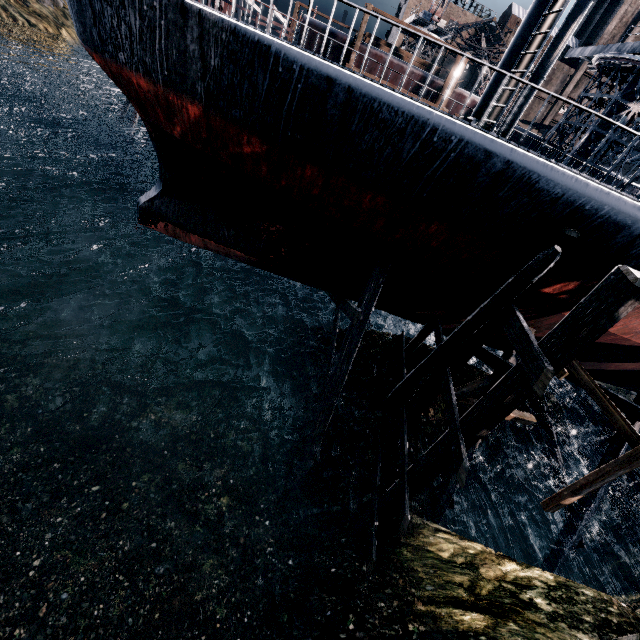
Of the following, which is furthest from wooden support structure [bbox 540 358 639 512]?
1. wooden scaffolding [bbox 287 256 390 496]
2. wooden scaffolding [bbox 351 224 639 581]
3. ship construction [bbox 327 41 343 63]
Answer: ship construction [bbox 327 41 343 63]

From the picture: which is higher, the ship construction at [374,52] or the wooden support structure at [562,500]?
the ship construction at [374,52]

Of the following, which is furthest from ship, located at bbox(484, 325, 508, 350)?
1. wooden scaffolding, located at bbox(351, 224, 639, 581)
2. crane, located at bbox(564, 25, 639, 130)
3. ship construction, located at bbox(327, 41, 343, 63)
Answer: ship construction, located at bbox(327, 41, 343, 63)

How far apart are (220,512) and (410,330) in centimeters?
1872cm

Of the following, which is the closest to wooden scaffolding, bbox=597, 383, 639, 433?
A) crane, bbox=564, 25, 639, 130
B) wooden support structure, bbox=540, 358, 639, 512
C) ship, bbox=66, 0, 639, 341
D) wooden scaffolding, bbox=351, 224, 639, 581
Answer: ship, bbox=66, 0, 639, 341

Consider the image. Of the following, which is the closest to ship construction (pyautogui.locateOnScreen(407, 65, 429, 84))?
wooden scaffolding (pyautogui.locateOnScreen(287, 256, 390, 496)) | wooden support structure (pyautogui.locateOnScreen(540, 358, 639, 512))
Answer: wooden scaffolding (pyautogui.locateOnScreen(287, 256, 390, 496))

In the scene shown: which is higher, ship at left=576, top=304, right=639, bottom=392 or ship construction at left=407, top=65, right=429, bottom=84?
ship construction at left=407, top=65, right=429, bottom=84

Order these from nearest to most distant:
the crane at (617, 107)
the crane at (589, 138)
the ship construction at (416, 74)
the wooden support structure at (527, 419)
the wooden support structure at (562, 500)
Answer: the wooden support structure at (562, 500) → the wooden support structure at (527, 419) → the crane at (617, 107) → the crane at (589, 138) → the ship construction at (416, 74)
